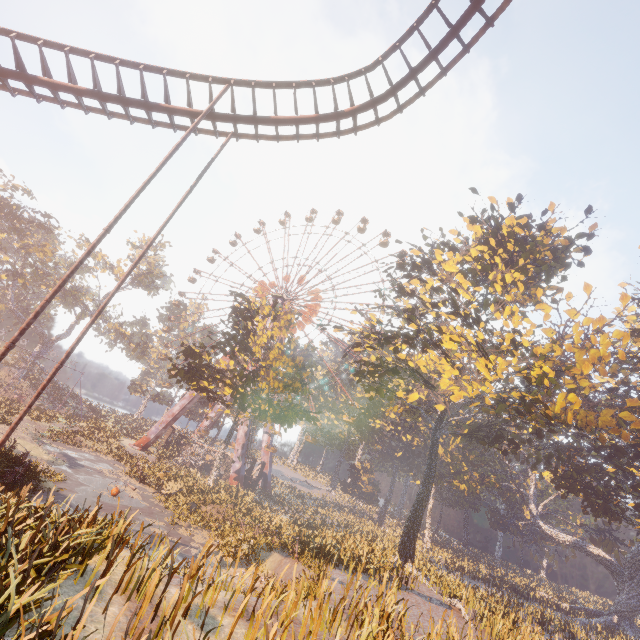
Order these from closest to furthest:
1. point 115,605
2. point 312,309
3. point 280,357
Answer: point 115,605
point 280,357
point 312,309

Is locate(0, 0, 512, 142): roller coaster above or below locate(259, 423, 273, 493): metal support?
above

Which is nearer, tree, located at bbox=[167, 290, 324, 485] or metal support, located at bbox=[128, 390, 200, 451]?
tree, located at bbox=[167, 290, 324, 485]

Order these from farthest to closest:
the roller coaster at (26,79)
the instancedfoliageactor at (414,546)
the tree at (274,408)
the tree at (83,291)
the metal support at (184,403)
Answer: the tree at (83,291), the metal support at (184,403), the tree at (274,408), the roller coaster at (26,79), the instancedfoliageactor at (414,546)

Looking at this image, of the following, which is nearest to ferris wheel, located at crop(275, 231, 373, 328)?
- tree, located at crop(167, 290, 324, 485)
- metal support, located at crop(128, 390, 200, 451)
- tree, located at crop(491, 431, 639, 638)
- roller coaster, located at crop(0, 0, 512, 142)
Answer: metal support, located at crop(128, 390, 200, 451)

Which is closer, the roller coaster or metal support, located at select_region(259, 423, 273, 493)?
the roller coaster

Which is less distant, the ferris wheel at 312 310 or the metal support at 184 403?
the metal support at 184 403
